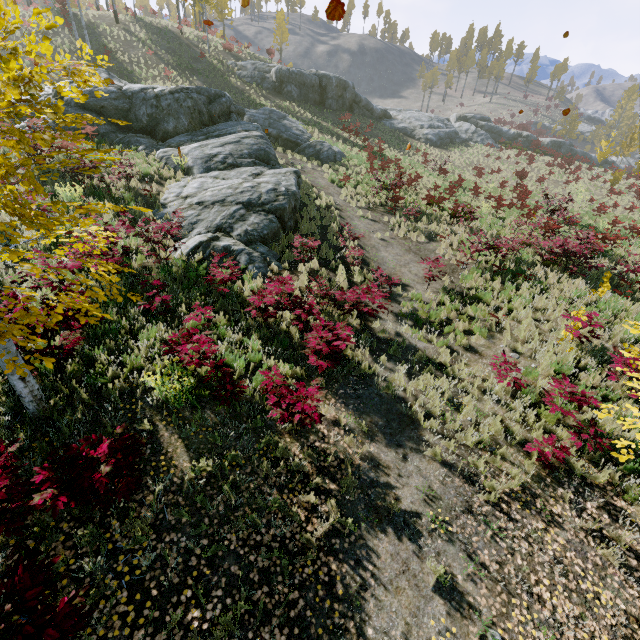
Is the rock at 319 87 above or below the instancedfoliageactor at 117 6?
below

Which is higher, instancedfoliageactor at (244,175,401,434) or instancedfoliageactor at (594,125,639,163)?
instancedfoliageactor at (594,125,639,163)

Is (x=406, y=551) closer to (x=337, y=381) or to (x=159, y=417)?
(x=337, y=381)

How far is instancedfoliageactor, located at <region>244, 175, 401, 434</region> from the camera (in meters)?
5.48

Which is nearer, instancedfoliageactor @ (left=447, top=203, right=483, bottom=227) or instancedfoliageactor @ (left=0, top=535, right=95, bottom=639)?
instancedfoliageactor @ (left=0, top=535, right=95, bottom=639)

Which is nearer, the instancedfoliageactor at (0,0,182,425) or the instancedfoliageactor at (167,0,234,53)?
the instancedfoliageactor at (0,0,182,425)

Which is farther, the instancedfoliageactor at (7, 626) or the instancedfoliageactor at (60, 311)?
the instancedfoliageactor at (60, 311)
